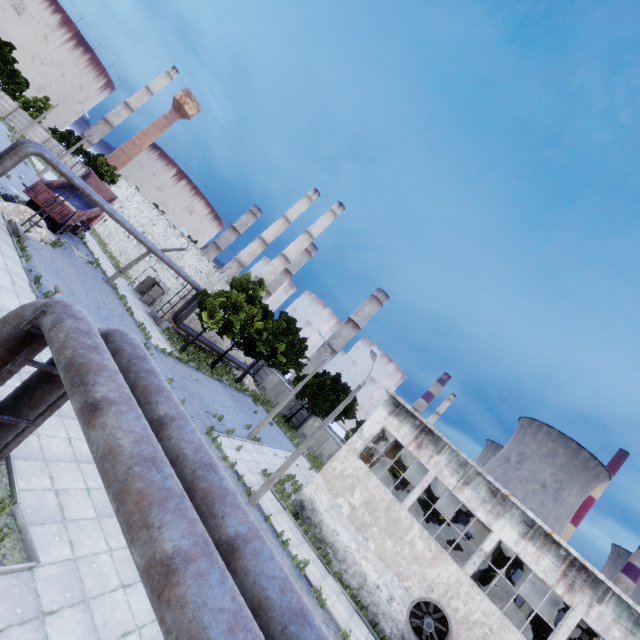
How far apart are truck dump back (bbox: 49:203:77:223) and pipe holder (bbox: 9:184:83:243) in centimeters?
451cm

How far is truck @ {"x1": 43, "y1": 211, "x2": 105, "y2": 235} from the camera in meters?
26.5 m

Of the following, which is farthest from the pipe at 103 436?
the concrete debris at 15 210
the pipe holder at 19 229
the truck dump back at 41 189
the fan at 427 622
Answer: the truck dump back at 41 189

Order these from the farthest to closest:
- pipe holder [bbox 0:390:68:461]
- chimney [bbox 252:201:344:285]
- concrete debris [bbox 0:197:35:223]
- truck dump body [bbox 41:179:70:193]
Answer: chimney [bbox 252:201:344:285], truck dump body [bbox 41:179:70:193], concrete debris [bbox 0:197:35:223], pipe holder [bbox 0:390:68:461]

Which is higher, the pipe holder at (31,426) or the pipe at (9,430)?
the pipe holder at (31,426)

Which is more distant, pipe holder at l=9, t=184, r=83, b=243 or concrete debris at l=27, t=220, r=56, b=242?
concrete debris at l=27, t=220, r=56, b=242

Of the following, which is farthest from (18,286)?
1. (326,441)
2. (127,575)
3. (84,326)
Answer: (326,441)

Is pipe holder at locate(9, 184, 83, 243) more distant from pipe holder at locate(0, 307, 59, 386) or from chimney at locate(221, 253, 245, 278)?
chimney at locate(221, 253, 245, 278)
